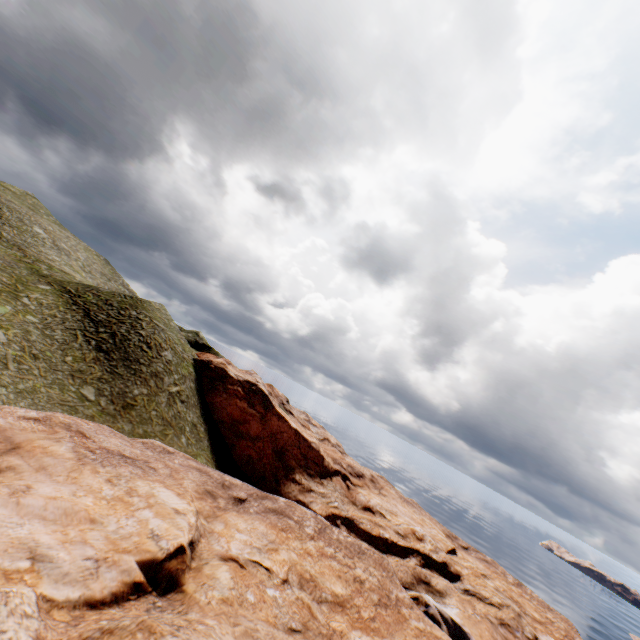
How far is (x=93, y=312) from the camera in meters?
34.5
